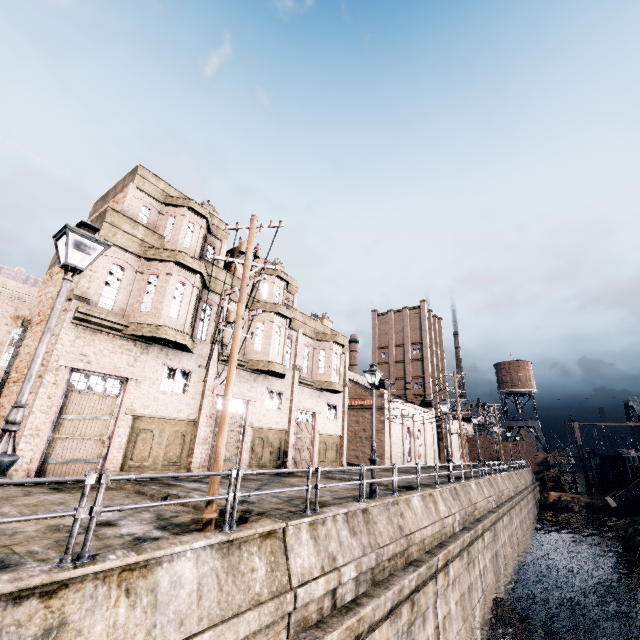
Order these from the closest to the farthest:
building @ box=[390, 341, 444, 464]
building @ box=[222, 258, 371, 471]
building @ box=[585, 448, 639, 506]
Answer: building @ box=[222, 258, 371, 471]
building @ box=[585, 448, 639, 506]
building @ box=[390, 341, 444, 464]

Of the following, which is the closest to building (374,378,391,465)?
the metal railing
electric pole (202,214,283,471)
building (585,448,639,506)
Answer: electric pole (202,214,283,471)

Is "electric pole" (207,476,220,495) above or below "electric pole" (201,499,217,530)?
above

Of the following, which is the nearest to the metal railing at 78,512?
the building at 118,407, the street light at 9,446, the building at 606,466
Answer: the street light at 9,446

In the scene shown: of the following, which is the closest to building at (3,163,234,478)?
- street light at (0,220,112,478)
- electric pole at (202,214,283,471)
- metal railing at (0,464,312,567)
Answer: electric pole at (202,214,283,471)

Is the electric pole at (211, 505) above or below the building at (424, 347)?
below

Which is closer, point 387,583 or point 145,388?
point 387,583

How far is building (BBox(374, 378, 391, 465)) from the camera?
38.3 meters
